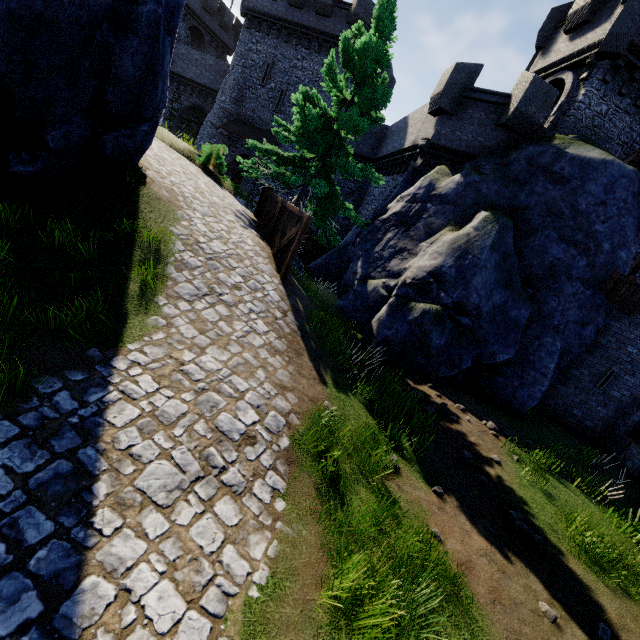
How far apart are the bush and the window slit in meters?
18.0

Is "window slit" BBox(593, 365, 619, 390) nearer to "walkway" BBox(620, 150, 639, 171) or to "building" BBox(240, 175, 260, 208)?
"walkway" BBox(620, 150, 639, 171)

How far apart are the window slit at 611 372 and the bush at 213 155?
18.0m

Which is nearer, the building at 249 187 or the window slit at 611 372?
the window slit at 611 372

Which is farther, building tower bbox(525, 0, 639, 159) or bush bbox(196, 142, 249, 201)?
bush bbox(196, 142, 249, 201)

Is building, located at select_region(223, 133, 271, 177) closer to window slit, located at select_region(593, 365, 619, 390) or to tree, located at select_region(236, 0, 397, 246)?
tree, located at select_region(236, 0, 397, 246)

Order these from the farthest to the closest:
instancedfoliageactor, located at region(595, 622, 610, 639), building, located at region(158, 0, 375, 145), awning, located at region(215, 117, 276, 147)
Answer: awning, located at region(215, 117, 276, 147)
building, located at region(158, 0, 375, 145)
instancedfoliageactor, located at region(595, 622, 610, 639)

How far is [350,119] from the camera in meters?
11.7 m
